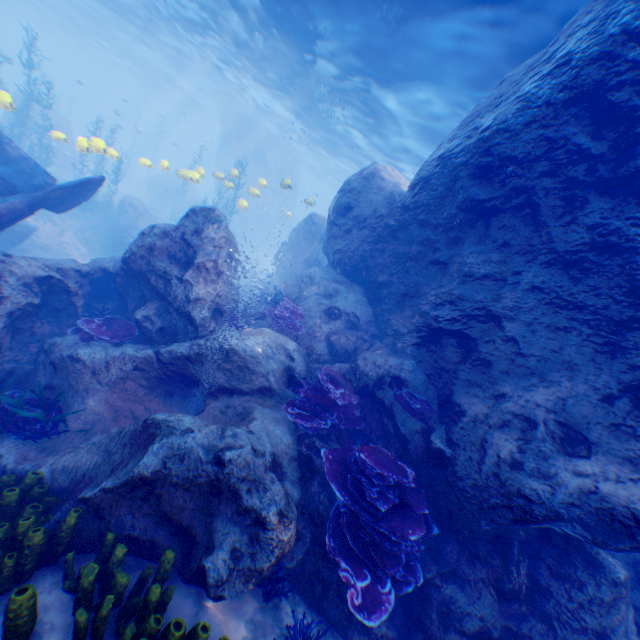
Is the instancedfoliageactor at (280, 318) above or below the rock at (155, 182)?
above

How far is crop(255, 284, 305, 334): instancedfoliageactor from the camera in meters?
8.3

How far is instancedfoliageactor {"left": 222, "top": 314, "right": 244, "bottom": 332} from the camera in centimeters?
834cm

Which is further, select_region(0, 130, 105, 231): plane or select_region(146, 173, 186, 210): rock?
select_region(146, 173, 186, 210): rock

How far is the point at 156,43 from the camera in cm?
Answer: 2569

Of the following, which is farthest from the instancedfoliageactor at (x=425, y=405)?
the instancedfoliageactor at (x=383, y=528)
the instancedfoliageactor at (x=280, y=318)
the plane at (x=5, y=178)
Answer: the instancedfoliageactor at (x=280, y=318)

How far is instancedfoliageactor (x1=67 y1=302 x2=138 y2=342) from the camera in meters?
6.7 m
